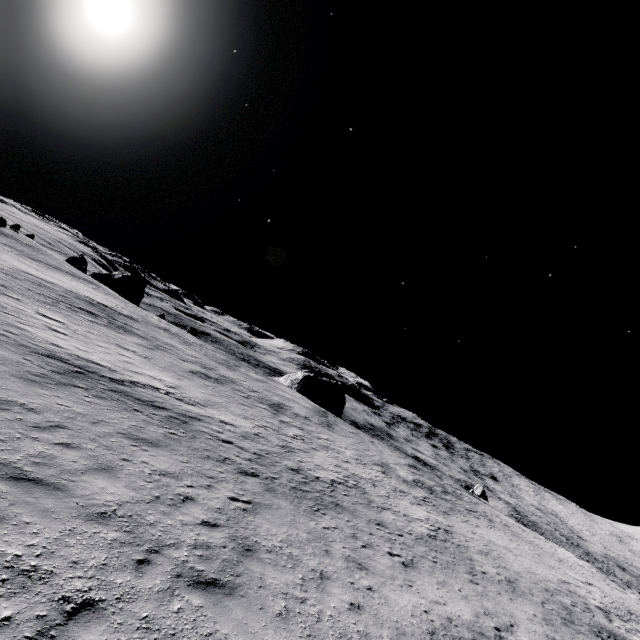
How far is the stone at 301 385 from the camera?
58.3 meters

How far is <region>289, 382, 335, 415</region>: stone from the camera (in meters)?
58.34

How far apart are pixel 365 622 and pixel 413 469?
32.3 meters
